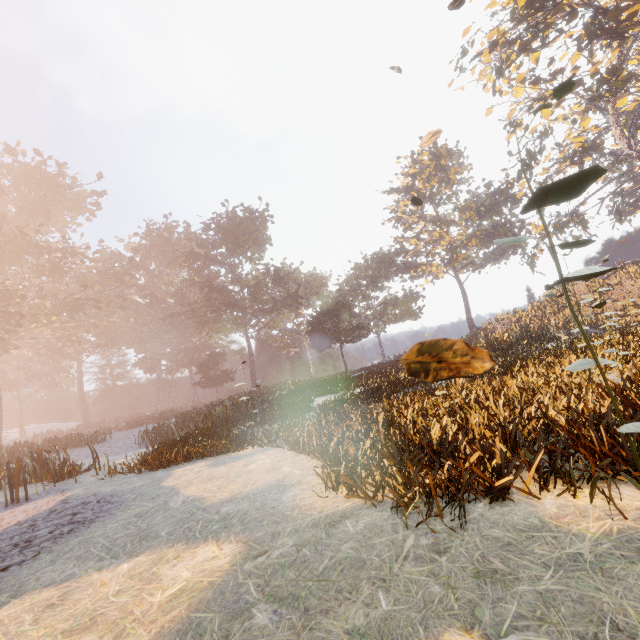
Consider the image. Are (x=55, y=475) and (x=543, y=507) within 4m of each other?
no

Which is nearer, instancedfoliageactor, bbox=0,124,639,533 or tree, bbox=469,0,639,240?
instancedfoliageactor, bbox=0,124,639,533

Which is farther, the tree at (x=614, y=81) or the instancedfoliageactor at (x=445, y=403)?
the tree at (x=614, y=81)
